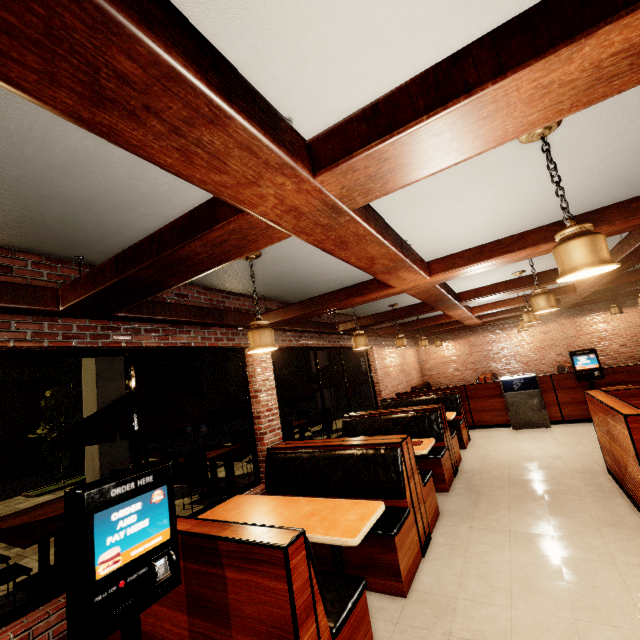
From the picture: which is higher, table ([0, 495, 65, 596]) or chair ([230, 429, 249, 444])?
chair ([230, 429, 249, 444])

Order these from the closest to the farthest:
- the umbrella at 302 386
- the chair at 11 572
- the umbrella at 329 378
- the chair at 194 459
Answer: the chair at 11 572 < the chair at 194 459 < the umbrella at 302 386 < the umbrella at 329 378

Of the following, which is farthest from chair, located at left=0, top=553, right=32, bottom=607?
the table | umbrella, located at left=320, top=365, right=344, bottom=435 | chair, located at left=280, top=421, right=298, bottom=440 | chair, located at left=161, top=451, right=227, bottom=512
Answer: umbrella, located at left=320, top=365, right=344, bottom=435

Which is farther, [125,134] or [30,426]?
[30,426]

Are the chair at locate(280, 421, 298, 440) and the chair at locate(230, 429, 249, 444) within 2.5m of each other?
yes

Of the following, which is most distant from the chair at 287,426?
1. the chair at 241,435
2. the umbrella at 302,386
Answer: the umbrella at 302,386

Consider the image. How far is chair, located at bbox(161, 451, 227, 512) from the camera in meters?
5.8

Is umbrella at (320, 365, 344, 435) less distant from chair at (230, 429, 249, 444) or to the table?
chair at (230, 429, 249, 444)
